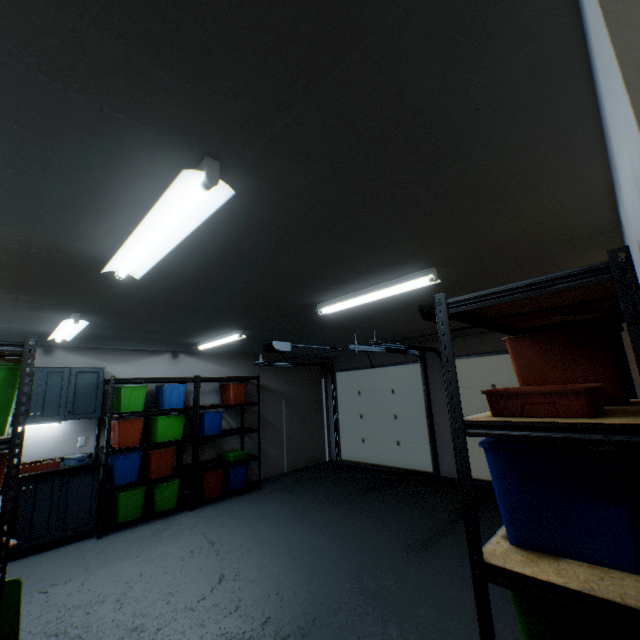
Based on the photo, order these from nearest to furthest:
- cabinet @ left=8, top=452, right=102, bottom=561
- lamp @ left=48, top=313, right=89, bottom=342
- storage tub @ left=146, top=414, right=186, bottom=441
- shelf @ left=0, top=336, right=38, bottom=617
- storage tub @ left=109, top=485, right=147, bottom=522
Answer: shelf @ left=0, top=336, right=38, bottom=617 < lamp @ left=48, top=313, right=89, bottom=342 < cabinet @ left=8, top=452, right=102, bottom=561 < storage tub @ left=109, top=485, right=147, bottom=522 < storage tub @ left=146, top=414, right=186, bottom=441

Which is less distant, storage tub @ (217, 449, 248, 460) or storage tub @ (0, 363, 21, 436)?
Result: storage tub @ (0, 363, 21, 436)

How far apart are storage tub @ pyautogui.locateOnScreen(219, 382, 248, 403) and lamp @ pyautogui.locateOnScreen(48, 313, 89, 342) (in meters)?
2.58

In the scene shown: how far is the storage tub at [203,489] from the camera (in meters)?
5.05

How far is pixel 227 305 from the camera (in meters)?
3.01

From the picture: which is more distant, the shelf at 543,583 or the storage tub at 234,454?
the storage tub at 234,454

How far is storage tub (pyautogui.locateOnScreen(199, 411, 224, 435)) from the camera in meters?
5.2

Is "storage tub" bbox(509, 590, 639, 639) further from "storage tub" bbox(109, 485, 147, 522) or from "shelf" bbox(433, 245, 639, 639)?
"storage tub" bbox(109, 485, 147, 522)
